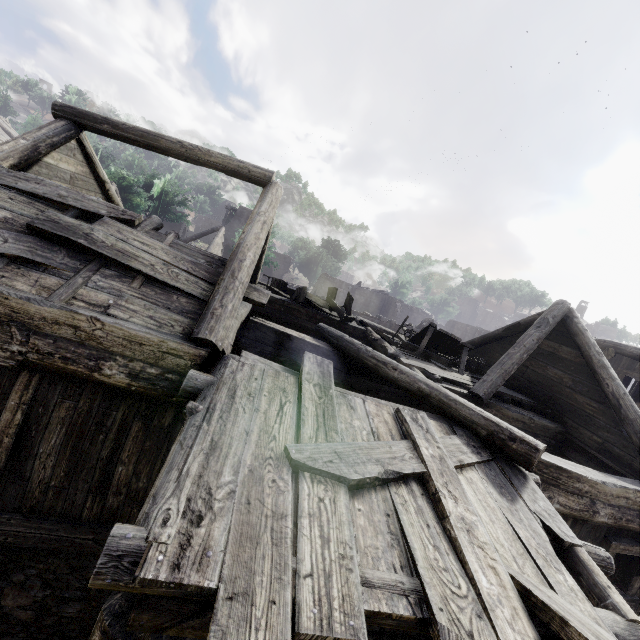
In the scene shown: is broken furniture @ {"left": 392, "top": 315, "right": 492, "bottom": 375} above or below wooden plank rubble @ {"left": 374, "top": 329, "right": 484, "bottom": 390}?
above

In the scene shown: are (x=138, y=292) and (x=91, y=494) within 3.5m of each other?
yes

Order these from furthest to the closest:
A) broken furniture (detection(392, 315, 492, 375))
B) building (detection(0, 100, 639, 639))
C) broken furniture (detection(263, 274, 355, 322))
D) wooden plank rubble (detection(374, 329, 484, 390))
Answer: broken furniture (detection(263, 274, 355, 322)), broken furniture (detection(392, 315, 492, 375)), wooden plank rubble (detection(374, 329, 484, 390)), building (detection(0, 100, 639, 639))

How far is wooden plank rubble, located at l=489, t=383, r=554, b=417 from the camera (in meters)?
8.46

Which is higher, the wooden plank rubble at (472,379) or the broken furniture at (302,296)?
the broken furniture at (302,296)

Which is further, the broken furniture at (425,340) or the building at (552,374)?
the broken furniture at (425,340)
